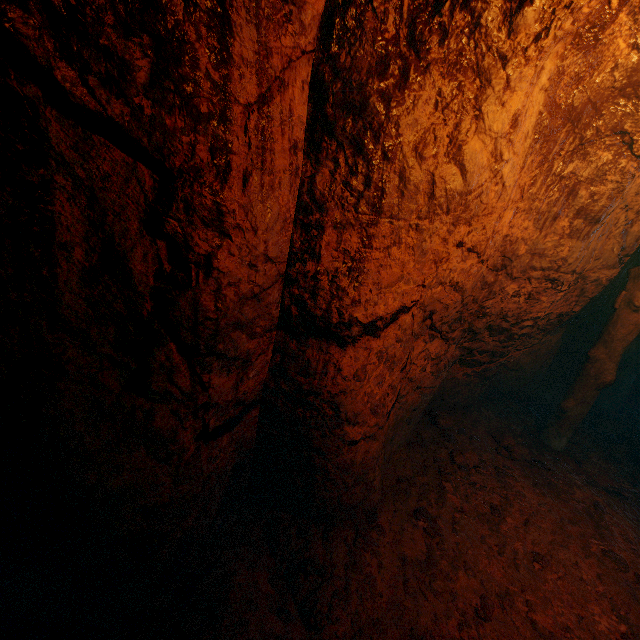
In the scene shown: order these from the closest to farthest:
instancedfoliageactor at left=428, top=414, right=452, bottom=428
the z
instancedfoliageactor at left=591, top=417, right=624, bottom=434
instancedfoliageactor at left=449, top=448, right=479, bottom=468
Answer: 1. the z
2. instancedfoliageactor at left=449, top=448, right=479, bottom=468
3. instancedfoliageactor at left=428, top=414, right=452, bottom=428
4. instancedfoliageactor at left=591, top=417, right=624, bottom=434

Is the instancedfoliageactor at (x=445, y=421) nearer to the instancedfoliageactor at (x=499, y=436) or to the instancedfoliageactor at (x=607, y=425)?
the instancedfoliageactor at (x=499, y=436)

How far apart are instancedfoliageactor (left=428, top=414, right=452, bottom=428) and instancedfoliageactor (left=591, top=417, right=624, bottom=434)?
3.0 meters

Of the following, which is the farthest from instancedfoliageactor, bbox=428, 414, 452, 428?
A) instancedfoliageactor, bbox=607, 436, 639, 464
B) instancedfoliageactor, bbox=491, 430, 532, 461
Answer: instancedfoliageactor, bbox=607, 436, 639, 464

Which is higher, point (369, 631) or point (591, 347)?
point (591, 347)

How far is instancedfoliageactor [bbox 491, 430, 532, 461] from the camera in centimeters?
434cm

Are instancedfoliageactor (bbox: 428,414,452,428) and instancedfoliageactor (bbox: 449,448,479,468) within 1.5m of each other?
yes

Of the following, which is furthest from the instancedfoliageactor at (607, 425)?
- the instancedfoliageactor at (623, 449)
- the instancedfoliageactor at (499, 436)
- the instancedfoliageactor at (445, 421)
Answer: the instancedfoliageactor at (445, 421)
